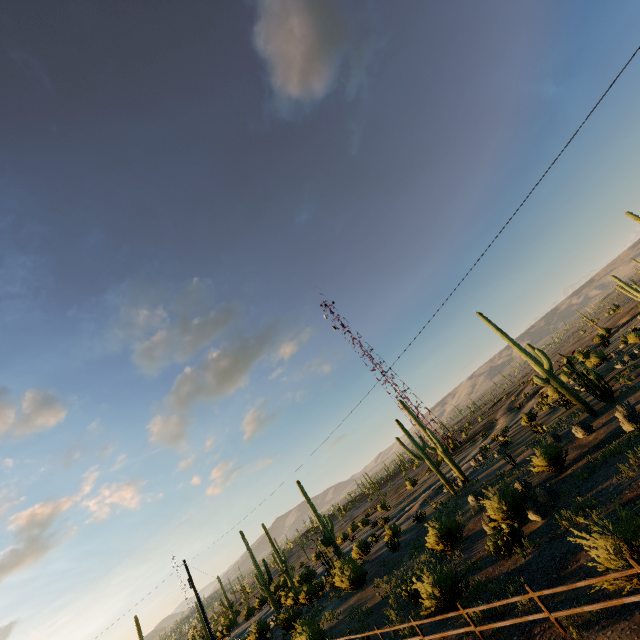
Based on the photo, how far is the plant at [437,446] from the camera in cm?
2964

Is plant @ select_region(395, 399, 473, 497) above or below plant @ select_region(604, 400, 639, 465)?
above

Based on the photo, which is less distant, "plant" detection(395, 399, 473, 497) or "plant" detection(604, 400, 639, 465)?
"plant" detection(604, 400, 639, 465)

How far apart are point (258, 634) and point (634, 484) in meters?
33.6 m

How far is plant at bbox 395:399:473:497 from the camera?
29.6 meters

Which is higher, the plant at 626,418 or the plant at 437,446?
the plant at 437,446
